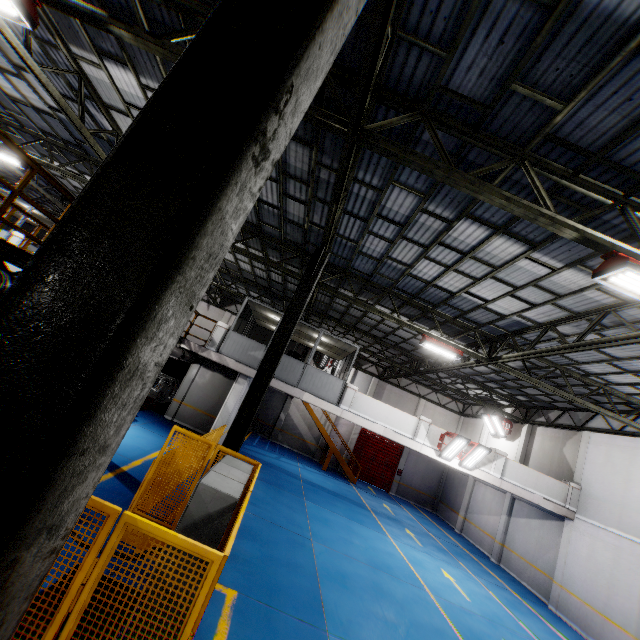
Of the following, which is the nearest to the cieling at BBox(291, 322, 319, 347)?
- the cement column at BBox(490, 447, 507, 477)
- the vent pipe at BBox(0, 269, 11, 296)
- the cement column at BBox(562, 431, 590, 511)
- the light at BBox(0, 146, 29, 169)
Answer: the vent pipe at BBox(0, 269, 11, 296)

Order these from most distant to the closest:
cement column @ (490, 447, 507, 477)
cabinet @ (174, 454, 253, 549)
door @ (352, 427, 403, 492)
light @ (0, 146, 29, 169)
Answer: door @ (352, 427, 403, 492), cement column @ (490, 447, 507, 477), light @ (0, 146, 29, 169), cabinet @ (174, 454, 253, 549)

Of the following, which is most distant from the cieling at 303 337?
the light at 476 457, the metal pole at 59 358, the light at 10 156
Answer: the metal pole at 59 358

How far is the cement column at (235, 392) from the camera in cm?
1427

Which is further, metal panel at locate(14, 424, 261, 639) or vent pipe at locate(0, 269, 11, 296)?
vent pipe at locate(0, 269, 11, 296)

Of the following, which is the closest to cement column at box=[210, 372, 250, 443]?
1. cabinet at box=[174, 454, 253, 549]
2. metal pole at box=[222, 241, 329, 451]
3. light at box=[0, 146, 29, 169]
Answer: metal pole at box=[222, 241, 329, 451]

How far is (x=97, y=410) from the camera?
1.04m

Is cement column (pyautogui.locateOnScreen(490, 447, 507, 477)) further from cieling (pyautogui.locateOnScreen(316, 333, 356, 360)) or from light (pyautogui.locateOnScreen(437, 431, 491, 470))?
cieling (pyautogui.locateOnScreen(316, 333, 356, 360))
